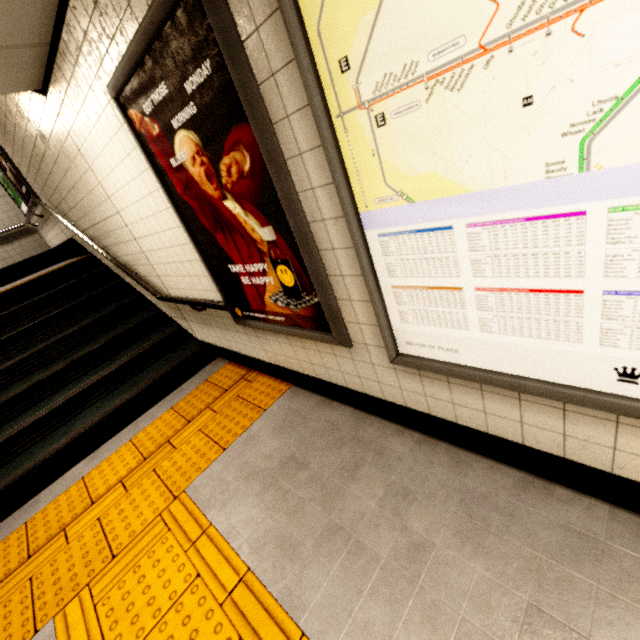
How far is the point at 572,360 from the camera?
1.1 meters

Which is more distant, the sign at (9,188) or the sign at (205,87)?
the sign at (9,188)

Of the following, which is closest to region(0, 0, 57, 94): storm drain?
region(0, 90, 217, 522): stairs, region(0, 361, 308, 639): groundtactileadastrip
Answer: region(0, 90, 217, 522): stairs

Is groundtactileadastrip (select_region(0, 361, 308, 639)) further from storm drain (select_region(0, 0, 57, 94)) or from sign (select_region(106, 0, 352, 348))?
storm drain (select_region(0, 0, 57, 94))

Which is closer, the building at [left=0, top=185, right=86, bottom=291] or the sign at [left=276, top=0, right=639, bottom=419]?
the sign at [left=276, top=0, right=639, bottom=419]

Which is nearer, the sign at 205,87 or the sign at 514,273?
the sign at 514,273

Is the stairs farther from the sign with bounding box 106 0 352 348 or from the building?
the sign with bounding box 106 0 352 348

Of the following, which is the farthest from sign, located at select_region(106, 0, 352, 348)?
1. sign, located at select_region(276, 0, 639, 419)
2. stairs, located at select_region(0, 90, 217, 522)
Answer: stairs, located at select_region(0, 90, 217, 522)
